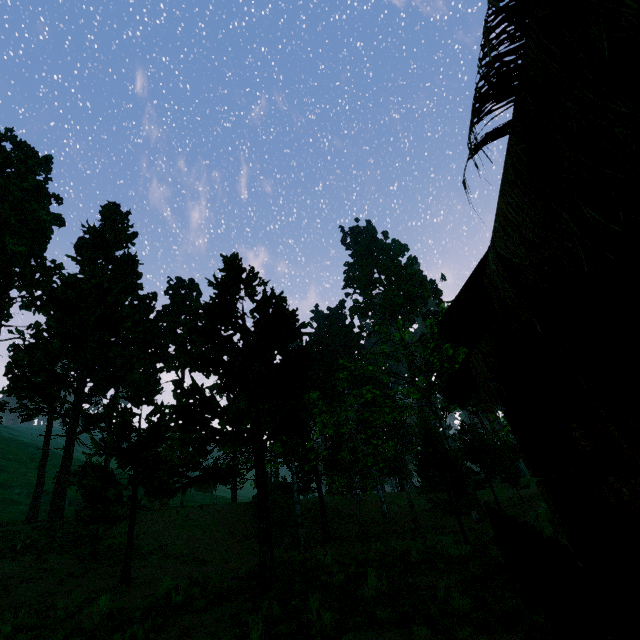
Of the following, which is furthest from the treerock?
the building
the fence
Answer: the fence

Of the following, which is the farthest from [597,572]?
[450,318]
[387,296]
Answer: [387,296]

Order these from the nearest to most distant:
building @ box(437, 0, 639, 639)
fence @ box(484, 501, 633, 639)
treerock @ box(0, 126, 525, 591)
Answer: building @ box(437, 0, 639, 639) < fence @ box(484, 501, 633, 639) < treerock @ box(0, 126, 525, 591)

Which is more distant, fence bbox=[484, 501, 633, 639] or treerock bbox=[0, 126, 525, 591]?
treerock bbox=[0, 126, 525, 591]

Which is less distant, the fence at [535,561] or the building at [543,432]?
the building at [543,432]

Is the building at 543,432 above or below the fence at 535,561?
above

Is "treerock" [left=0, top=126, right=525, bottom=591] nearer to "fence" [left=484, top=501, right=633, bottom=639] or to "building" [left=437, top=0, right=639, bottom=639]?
"building" [left=437, top=0, right=639, bottom=639]
